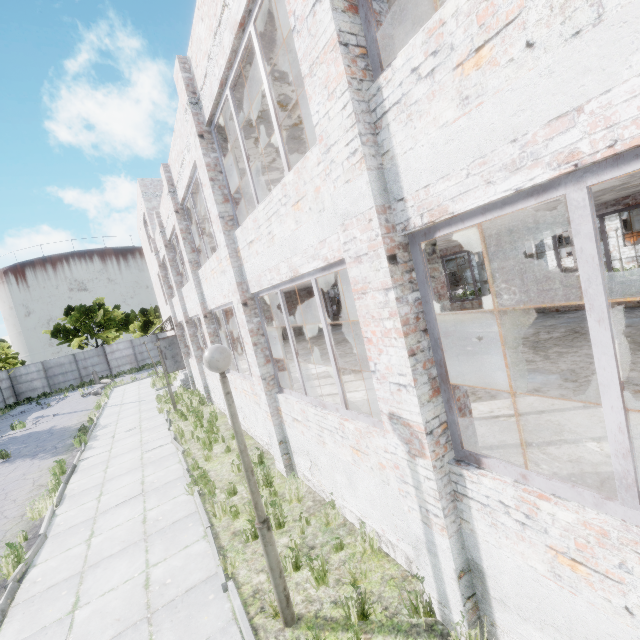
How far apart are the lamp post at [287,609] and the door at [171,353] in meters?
17.6 m

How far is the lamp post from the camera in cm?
352

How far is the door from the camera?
19.4m

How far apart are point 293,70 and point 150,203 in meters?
15.6

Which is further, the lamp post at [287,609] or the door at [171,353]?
the door at [171,353]

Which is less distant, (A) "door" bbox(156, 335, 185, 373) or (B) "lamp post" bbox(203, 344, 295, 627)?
(B) "lamp post" bbox(203, 344, 295, 627)

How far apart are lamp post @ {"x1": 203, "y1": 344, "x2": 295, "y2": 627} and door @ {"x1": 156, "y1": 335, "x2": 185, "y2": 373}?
17.6m
